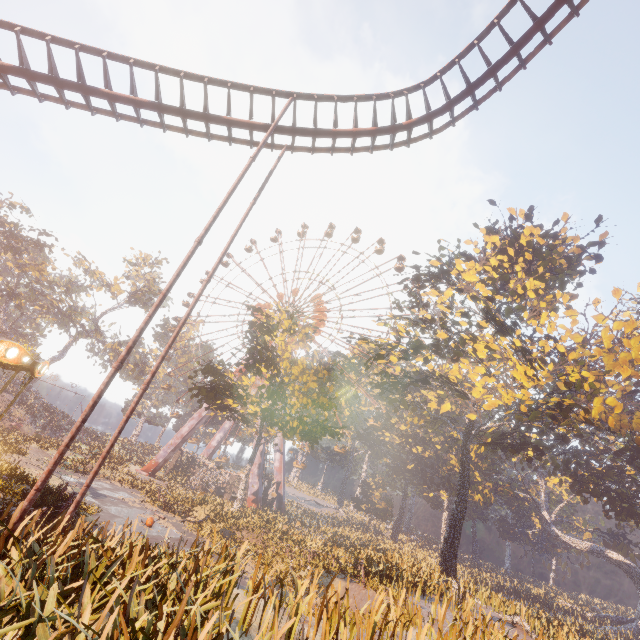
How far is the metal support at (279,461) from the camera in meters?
41.4 m

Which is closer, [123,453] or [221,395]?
[221,395]

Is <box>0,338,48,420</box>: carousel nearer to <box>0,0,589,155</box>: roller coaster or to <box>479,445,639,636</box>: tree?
<box>0,0,589,155</box>: roller coaster

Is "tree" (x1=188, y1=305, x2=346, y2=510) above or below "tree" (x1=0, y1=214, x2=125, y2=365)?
below

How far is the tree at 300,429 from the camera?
25.8 meters

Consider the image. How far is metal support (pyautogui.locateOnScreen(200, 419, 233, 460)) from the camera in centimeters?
4703cm

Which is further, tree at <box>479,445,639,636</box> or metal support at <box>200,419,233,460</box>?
metal support at <box>200,419,233,460</box>
